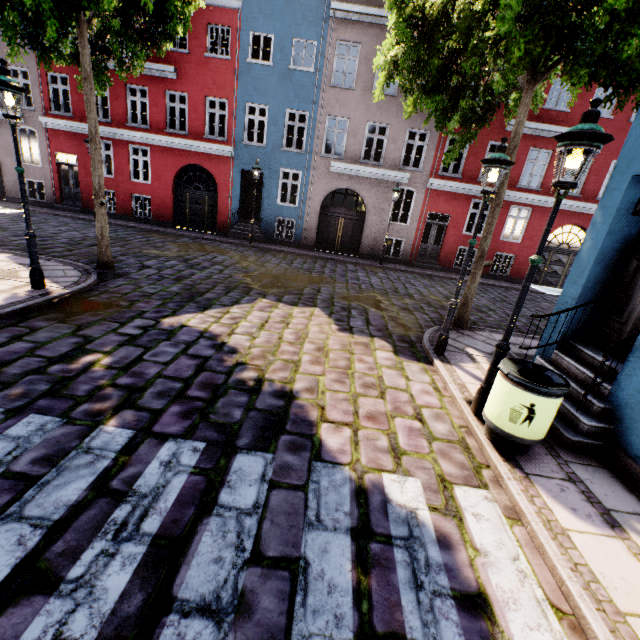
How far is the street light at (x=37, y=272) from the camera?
5.7m

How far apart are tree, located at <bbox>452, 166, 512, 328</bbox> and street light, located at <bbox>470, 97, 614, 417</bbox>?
3.6 meters

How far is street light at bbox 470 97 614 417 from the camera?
3.27m

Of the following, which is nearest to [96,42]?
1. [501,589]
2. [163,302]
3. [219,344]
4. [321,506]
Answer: [163,302]

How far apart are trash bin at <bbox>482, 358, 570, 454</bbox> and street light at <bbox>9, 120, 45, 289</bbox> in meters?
8.4 m

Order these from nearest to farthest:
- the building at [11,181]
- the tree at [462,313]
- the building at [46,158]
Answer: the tree at [462,313] < the building at [46,158] < the building at [11,181]

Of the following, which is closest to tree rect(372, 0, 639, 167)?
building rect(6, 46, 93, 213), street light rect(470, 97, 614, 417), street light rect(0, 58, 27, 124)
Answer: street light rect(470, 97, 614, 417)

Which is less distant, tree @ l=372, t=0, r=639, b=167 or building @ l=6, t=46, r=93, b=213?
tree @ l=372, t=0, r=639, b=167
